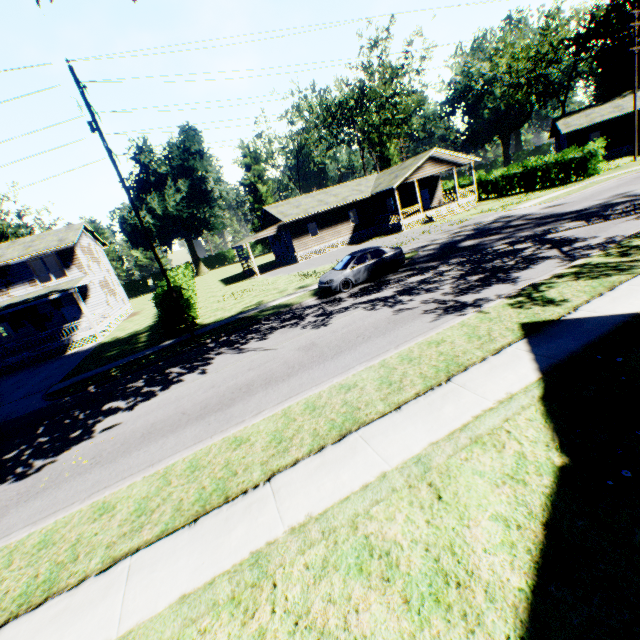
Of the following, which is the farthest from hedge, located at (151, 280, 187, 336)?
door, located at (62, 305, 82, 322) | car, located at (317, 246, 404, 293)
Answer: door, located at (62, 305, 82, 322)

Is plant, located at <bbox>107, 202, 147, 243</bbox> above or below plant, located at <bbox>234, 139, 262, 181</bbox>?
below

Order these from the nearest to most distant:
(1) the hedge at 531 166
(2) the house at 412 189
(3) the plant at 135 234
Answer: (1) the hedge at 531 166 < (2) the house at 412 189 < (3) the plant at 135 234

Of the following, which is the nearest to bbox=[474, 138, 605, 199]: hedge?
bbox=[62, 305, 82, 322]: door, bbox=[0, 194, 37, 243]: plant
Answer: bbox=[62, 305, 82, 322]: door

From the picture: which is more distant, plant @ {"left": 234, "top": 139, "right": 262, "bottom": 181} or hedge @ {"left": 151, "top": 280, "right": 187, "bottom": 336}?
plant @ {"left": 234, "top": 139, "right": 262, "bottom": 181}

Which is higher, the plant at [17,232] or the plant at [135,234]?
the plant at [17,232]

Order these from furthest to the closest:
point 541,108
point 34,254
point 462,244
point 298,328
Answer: point 541,108 → point 34,254 → point 462,244 → point 298,328

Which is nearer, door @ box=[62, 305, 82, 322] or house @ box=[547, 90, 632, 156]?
door @ box=[62, 305, 82, 322]
